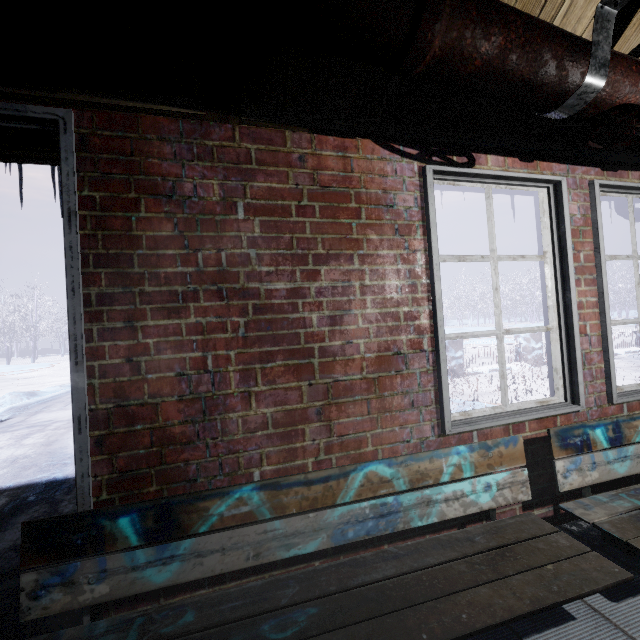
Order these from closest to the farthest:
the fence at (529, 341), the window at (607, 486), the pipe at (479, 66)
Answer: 1. the pipe at (479, 66)
2. the window at (607, 486)
3. the fence at (529, 341)

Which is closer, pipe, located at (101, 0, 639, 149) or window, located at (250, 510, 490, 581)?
pipe, located at (101, 0, 639, 149)

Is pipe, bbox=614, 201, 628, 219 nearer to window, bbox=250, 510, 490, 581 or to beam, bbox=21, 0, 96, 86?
window, bbox=250, 510, 490, 581

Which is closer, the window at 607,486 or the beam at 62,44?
the beam at 62,44

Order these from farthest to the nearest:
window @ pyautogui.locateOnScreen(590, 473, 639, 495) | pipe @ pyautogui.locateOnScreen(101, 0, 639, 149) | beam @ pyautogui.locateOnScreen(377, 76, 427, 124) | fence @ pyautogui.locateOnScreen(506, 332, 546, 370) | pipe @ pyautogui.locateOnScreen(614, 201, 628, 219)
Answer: fence @ pyautogui.locateOnScreen(506, 332, 546, 370), pipe @ pyautogui.locateOnScreen(614, 201, 628, 219), window @ pyautogui.locateOnScreen(590, 473, 639, 495), beam @ pyautogui.locateOnScreen(377, 76, 427, 124), pipe @ pyautogui.locateOnScreen(101, 0, 639, 149)

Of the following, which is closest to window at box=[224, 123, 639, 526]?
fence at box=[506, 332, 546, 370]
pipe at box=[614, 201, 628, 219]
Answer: pipe at box=[614, 201, 628, 219]

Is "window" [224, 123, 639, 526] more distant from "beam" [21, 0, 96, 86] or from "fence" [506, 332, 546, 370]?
"fence" [506, 332, 546, 370]

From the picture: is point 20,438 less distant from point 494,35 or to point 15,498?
point 15,498
